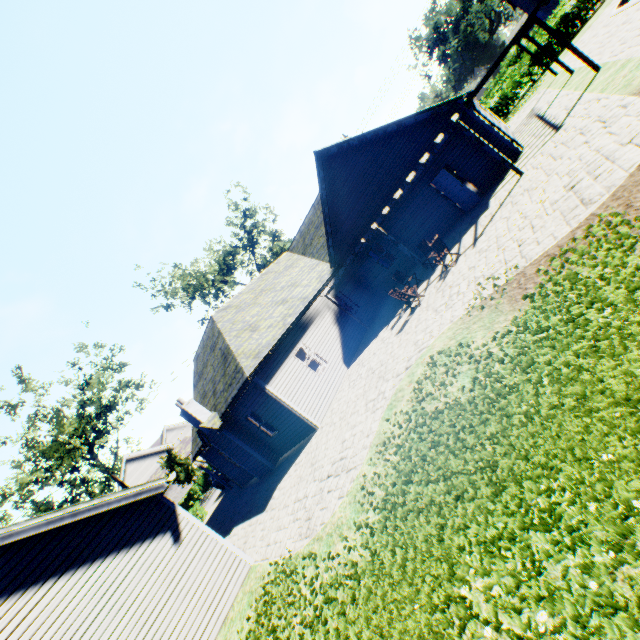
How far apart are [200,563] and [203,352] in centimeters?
1347cm

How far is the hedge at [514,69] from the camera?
25.2m

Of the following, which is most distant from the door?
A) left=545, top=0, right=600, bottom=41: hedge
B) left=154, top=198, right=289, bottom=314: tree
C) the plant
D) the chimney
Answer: left=154, top=198, right=289, bottom=314: tree

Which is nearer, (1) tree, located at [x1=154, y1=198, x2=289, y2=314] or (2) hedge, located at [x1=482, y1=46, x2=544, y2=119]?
(2) hedge, located at [x1=482, y1=46, x2=544, y2=119]

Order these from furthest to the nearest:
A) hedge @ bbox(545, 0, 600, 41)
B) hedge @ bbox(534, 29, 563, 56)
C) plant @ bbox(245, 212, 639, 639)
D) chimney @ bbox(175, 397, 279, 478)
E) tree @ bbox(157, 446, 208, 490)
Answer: tree @ bbox(157, 446, 208, 490)
hedge @ bbox(534, 29, 563, 56)
hedge @ bbox(545, 0, 600, 41)
chimney @ bbox(175, 397, 279, 478)
plant @ bbox(245, 212, 639, 639)

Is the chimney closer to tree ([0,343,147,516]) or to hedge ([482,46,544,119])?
tree ([0,343,147,516])

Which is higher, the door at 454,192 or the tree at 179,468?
the tree at 179,468
